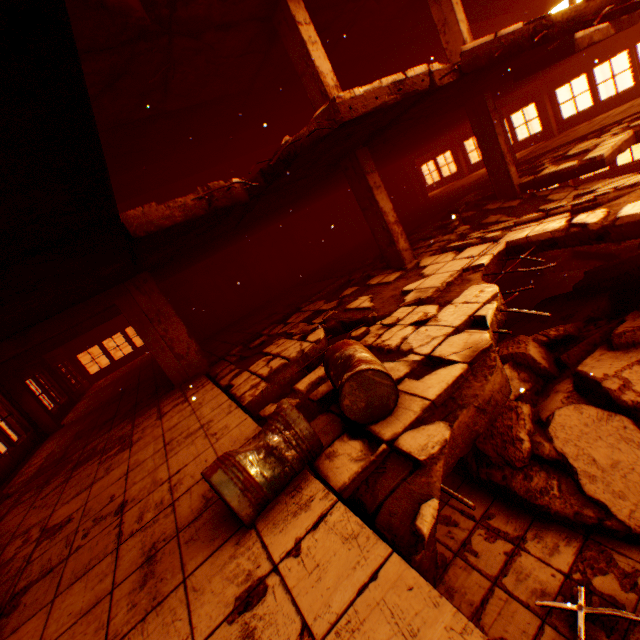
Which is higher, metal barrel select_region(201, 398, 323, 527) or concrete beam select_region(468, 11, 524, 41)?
concrete beam select_region(468, 11, 524, 41)

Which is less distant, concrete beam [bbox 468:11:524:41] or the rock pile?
the rock pile

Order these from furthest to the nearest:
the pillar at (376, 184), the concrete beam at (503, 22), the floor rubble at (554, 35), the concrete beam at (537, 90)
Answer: the concrete beam at (537, 90) → the concrete beam at (503, 22) → the pillar at (376, 184) → the floor rubble at (554, 35)

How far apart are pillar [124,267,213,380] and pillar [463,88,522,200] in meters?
9.7

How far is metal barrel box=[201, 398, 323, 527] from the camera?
2.26m

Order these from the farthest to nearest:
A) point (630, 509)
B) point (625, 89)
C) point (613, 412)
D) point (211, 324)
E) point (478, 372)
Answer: point (625, 89) → point (211, 324) → point (613, 412) → point (630, 509) → point (478, 372)

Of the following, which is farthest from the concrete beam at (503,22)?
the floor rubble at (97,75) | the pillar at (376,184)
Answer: the pillar at (376,184)

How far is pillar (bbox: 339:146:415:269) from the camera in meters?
6.9
